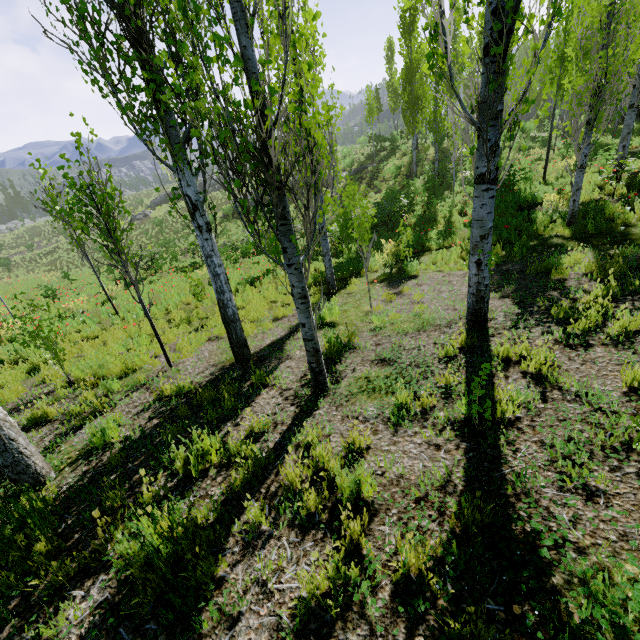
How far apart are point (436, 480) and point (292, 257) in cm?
264

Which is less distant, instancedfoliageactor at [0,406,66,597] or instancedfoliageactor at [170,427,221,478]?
instancedfoliageactor at [0,406,66,597]

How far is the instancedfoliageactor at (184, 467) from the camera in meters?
3.4

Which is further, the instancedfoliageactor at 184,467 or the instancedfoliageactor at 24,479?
the instancedfoliageactor at 184,467

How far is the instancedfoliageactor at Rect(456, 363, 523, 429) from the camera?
2.9m
